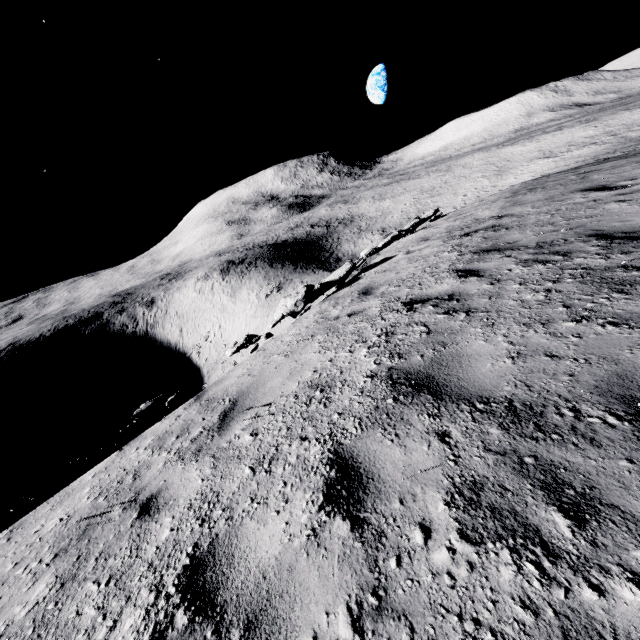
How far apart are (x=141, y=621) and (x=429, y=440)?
2.1 meters
